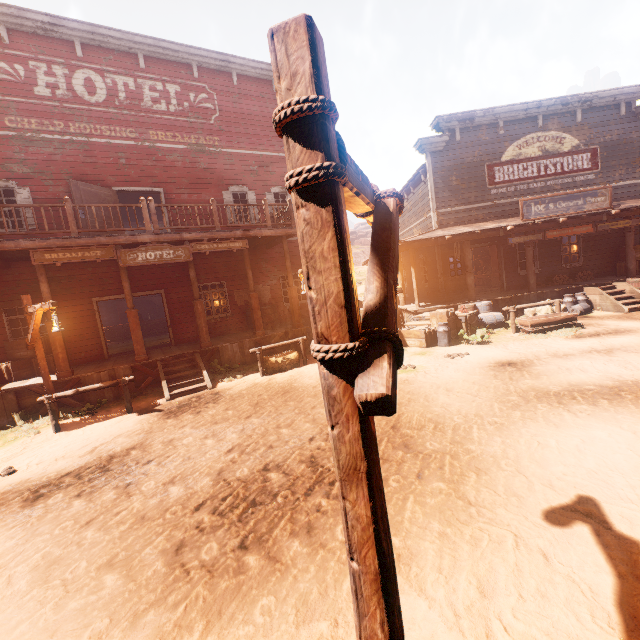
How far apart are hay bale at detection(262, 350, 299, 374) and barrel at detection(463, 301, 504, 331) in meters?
6.5

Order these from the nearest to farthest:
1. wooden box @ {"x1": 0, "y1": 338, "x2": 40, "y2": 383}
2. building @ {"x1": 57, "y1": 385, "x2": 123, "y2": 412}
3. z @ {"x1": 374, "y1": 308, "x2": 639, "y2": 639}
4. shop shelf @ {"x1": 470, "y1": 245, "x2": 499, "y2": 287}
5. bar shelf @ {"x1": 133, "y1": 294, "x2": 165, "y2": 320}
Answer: z @ {"x1": 374, "y1": 308, "x2": 639, "y2": 639}
building @ {"x1": 57, "y1": 385, "x2": 123, "y2": 412}
wooden box @ {"x1": 0, "y1": 338, "x2": 40, "y2": 383}
shop shelf @ {"x1": 470, "y1": 245, "x2": 499, "y2": 287}
bar shelf @ {"x1": 133, "y1": 294, "x2": 165, "y2": 320}

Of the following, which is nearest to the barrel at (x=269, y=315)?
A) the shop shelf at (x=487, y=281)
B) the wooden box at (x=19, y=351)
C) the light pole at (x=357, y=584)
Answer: the wooden box at (x=19, y=351)

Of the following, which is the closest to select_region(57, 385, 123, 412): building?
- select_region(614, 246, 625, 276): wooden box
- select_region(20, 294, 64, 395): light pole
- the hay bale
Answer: select_region(614, 246, 625, 276): wooden box

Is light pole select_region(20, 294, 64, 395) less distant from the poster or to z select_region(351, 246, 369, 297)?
z select_region(351, 246, 369, 297)

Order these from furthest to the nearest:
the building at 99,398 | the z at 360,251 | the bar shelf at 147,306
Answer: the z at 360,251, the bar shelf at 147,306, the building at 99,398

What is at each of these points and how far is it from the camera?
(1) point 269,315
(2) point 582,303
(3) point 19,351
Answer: (1) barrel, 13.8 meters
(2) milk container, 12.2 meters
(3) wooden box, 10.1 meters

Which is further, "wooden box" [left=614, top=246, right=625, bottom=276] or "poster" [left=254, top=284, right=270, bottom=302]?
"poster" [left=254, top=284, right=270, bottom=302]
